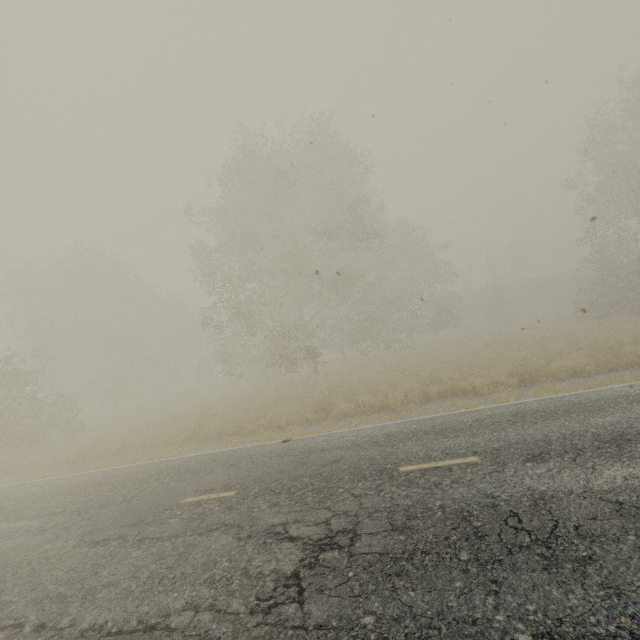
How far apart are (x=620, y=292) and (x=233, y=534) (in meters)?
31.85

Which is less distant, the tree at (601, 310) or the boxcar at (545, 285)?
the tree at (601, 310)

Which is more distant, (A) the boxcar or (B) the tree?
(A) the boxcar

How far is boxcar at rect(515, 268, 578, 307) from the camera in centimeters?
4316cm

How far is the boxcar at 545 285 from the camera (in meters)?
43.16
